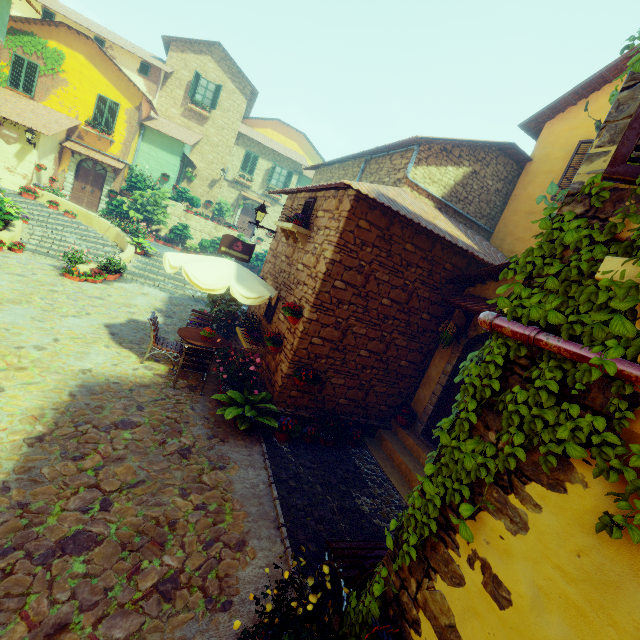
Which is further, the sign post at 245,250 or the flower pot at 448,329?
the sign post at 245,250

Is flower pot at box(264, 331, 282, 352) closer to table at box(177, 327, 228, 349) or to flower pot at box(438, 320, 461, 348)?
table at box(177, 327, 228, 349)

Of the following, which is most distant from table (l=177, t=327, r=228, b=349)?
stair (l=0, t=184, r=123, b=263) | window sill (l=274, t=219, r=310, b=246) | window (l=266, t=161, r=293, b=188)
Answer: window (l=266, t=161, r=293, b=188)

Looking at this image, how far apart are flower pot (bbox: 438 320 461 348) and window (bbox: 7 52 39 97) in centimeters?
2366cm

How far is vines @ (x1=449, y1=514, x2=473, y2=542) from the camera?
2.0m

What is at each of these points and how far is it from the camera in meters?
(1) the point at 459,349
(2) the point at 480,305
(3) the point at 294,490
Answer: (1) stone doorway, 7.2 m
(2) door eaves, 6.6 m
(3) stair, 5.2 m

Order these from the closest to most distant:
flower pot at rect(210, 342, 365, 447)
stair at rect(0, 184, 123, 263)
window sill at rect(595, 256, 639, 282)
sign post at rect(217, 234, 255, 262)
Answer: window sill at rect(595, 256, 639, 282) < flower pot at rect(210, 342, 365, 447) < sign post at rect(217, 234, 255, 262) < stair at rect(0, 184, 123, 263)

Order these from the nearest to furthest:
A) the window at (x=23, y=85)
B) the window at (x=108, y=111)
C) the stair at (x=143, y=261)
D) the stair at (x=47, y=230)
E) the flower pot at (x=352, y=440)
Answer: the flower pot at (x=352, y=440) → the stair at (x=47, y=230) → the stair at (x=143, y=261) → the window at (x=23, y=85) → the window at (x=108, y=111)
